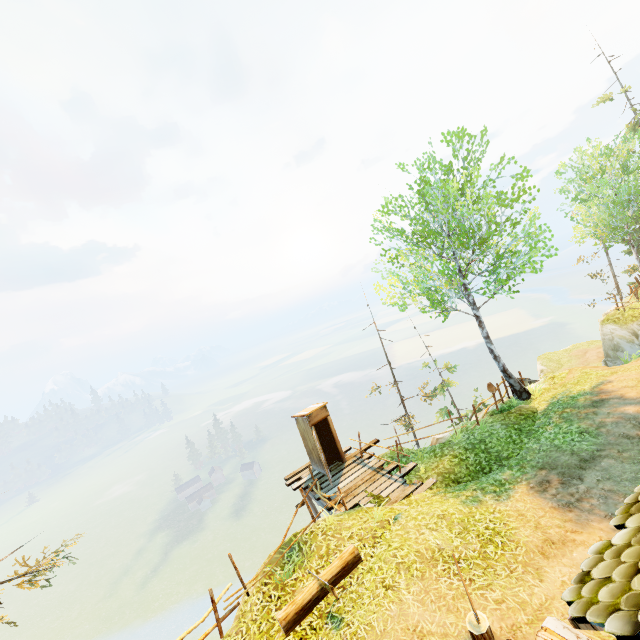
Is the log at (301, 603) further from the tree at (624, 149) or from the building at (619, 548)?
the tree at (624, 149)

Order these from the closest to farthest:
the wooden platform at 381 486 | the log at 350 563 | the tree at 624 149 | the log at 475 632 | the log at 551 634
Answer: the log at 551 634 < the log at 475 632 < the log at 350 563 < the wooden platform at 381 486 < the tree at 624 149

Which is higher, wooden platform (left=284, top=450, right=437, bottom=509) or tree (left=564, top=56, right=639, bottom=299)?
tree (left=564, top=56, right=639, bottom=299)

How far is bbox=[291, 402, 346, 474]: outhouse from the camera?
13.4 meters

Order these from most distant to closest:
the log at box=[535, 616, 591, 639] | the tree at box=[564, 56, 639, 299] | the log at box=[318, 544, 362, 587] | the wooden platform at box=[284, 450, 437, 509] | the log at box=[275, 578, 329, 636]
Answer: the tree at box=[564, 56, 639, 299] → the wooden platform at box=[284, 450, 437, 509] → the log at box=[318, 544, 362, 587] → the log at box=[275, 578, 329, 636] → the log at box=[535, 616, 591, 639]

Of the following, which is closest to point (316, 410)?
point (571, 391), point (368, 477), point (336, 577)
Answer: point (368, 477)

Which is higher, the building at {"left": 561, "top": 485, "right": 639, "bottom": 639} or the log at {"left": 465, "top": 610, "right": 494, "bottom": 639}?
the building at {"left": 561, "top": 485, "right": 639, "bottom": 639}

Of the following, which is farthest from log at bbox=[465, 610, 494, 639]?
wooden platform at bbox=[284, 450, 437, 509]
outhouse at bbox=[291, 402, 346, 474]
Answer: outhouse at bbox=[291, 402, 346, 474]
